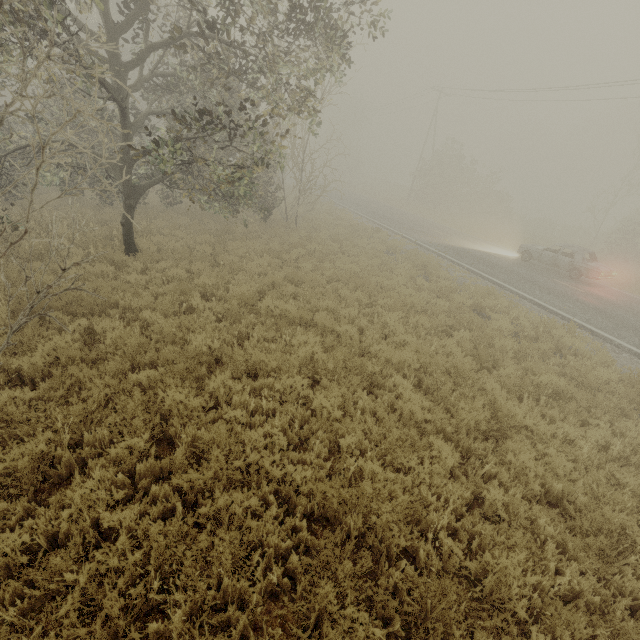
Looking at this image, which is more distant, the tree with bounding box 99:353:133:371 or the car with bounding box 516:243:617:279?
the car with bounding box 516:243:617:279

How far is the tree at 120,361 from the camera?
5.4m

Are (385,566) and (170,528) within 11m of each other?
yes

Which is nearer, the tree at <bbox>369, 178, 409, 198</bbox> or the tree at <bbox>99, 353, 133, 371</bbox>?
the tree at <bbox>99, 353, 133, 371</bbox>

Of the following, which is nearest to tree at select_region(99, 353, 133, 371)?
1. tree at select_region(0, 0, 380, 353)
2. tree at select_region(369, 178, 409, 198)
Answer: tree at select_region(0, 0, 380, 353)

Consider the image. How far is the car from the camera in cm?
1527

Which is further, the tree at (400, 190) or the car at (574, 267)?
the tree at (400, 190)

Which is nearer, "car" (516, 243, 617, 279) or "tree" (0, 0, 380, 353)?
"tree" (0, 0, 380, 353)
